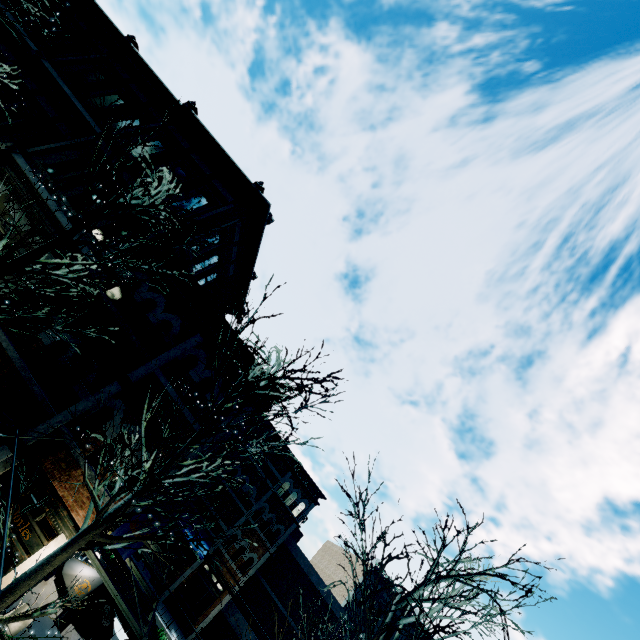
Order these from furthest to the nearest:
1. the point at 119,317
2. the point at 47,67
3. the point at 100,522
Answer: the point at 47,67 → the point at 119,317 → the point at 100,522

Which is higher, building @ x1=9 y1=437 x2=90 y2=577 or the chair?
building @ x1=9 y1=437 x2=90 y2=577

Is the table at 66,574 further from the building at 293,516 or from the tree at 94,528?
the tree at 94,528

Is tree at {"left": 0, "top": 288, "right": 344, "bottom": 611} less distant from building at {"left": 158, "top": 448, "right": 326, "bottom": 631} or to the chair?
building at {"left": 158, "top": 448, "right": 326, "bottom": 631}

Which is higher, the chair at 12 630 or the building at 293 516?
the building at 293 516

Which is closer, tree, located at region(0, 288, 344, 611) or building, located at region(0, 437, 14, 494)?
tree, located at region(0, 288, 344, 611)

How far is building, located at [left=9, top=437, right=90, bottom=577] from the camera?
8.01m
